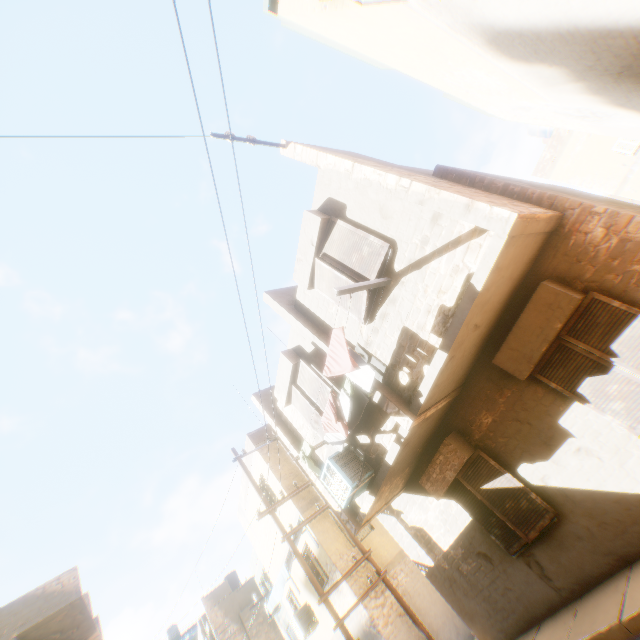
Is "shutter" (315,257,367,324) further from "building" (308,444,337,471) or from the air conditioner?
the air conditioner

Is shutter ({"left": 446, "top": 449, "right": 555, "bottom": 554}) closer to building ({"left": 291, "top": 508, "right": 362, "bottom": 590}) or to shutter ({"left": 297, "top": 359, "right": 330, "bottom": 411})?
building ({"left": 291, "top": 508, "right": 362, "bottom": 590})

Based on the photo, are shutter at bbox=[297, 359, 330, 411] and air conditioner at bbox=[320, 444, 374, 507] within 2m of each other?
yes

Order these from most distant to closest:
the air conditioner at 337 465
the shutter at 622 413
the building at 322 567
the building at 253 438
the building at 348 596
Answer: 1. the building at 253 438
2. the building at 322 567
3. the building at 348 596
4. the air conditioner at 337 465
5. the shutter at 622 413

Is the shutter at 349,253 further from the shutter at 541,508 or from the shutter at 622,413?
the shutter at 541,508

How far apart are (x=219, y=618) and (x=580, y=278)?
31.9 meters

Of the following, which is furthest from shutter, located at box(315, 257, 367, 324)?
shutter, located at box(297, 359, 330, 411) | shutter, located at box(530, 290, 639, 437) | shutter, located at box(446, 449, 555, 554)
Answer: shutter, located at box(446, 449, 555, 554)
